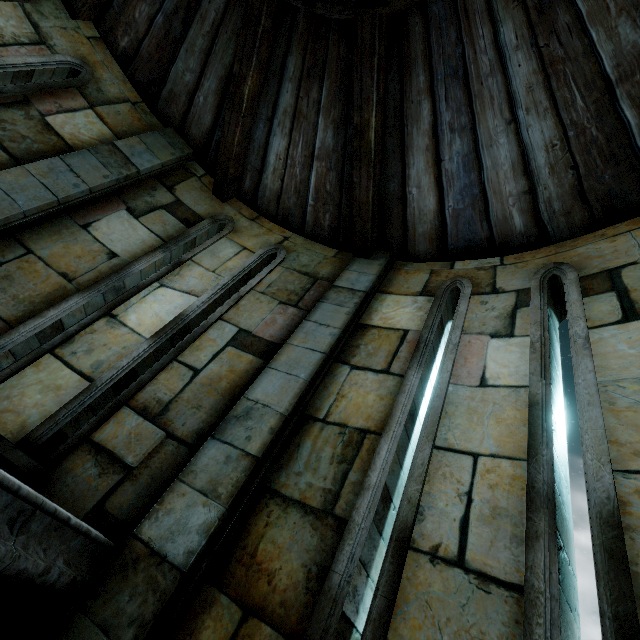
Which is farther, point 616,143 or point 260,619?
point 616,143
